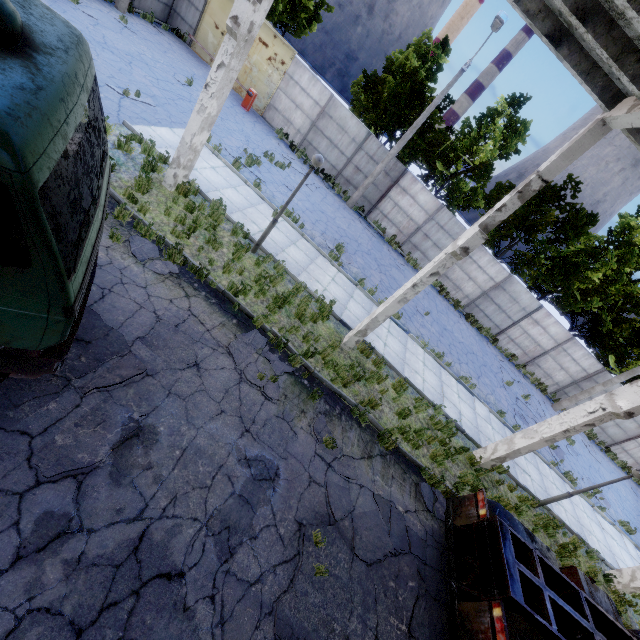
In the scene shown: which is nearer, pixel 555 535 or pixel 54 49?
pixel 54 49

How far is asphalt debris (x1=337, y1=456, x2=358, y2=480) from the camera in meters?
6.8 m

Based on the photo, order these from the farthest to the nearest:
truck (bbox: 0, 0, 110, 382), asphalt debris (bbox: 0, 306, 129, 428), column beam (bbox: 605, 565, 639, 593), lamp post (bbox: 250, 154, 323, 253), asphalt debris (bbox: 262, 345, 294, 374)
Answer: column beam (bbox: 605, 565, 639, 593)
lamp post (bbox: 250, 154, 323, 253)
asphalt debris (bbox: 262, 345, 294, 374)
asphalt debris (bbox: 0, 306, 129, 428)
truck (bbox: 0, 0, 110, 382)

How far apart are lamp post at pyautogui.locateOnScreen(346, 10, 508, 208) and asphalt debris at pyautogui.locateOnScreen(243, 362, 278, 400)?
14.6m

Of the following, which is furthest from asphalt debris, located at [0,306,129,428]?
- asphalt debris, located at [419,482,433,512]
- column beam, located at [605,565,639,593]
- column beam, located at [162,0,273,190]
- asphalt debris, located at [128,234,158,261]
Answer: column beam, located at [605,565,639,593]

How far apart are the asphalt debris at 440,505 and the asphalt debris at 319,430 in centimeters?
209cm

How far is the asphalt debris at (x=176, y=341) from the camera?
5.9m

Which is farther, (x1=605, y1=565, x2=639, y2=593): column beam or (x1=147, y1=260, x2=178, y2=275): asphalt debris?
(x1=605, y1=565, x2=639, y2=593): column beam
